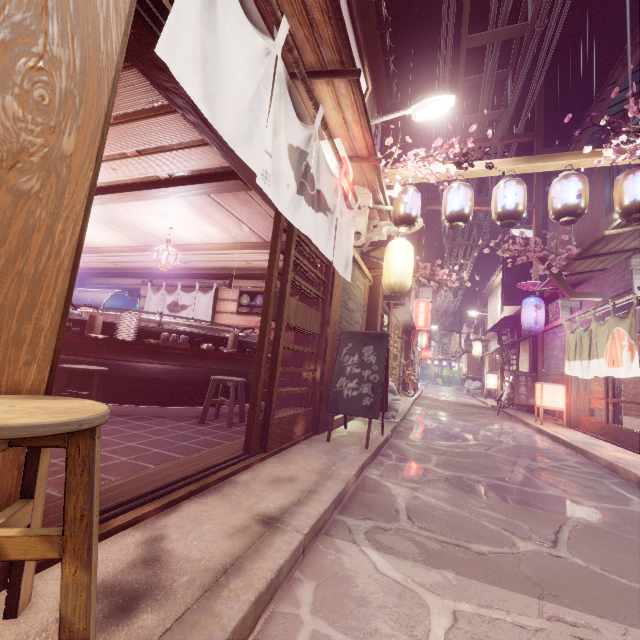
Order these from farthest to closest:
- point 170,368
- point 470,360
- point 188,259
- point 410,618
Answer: point 470,360 < point 188,259 < point 170,368 < point 410,618

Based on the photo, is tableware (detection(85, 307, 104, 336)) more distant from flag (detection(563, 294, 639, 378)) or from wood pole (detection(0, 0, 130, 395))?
flag (detection(563, 294, 639, 378))

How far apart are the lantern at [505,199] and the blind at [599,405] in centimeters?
890cm

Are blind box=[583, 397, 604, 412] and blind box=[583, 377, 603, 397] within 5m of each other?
yes

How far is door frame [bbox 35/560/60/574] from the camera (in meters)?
2.39

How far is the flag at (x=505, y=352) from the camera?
27.4m

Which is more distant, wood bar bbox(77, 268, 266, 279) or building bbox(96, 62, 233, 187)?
wood bar bbox(77, 268, 266, 279)

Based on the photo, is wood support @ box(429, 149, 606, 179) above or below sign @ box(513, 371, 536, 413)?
above
